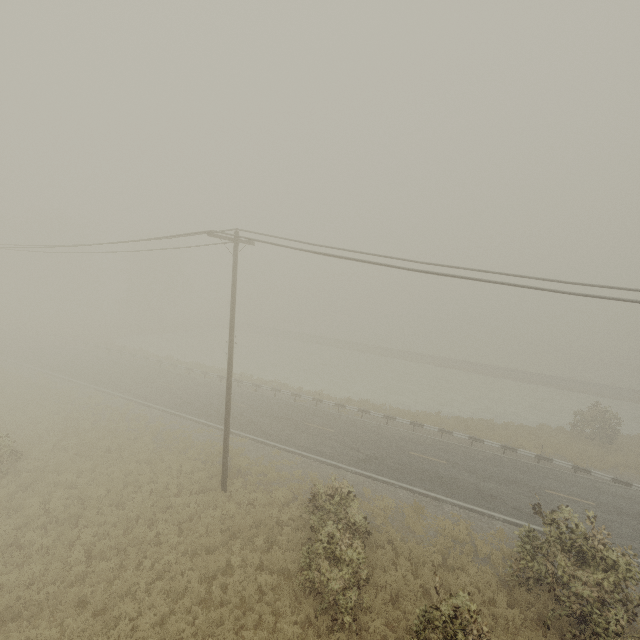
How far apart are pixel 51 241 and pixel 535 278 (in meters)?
68.49

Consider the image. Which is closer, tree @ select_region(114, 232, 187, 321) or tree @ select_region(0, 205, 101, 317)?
tree @ select_region(0, 205, 101, 317)

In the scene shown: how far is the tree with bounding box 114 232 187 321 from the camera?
54.3m

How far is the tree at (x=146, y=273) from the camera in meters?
54.3 m

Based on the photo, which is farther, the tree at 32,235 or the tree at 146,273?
the tree at 146,273
